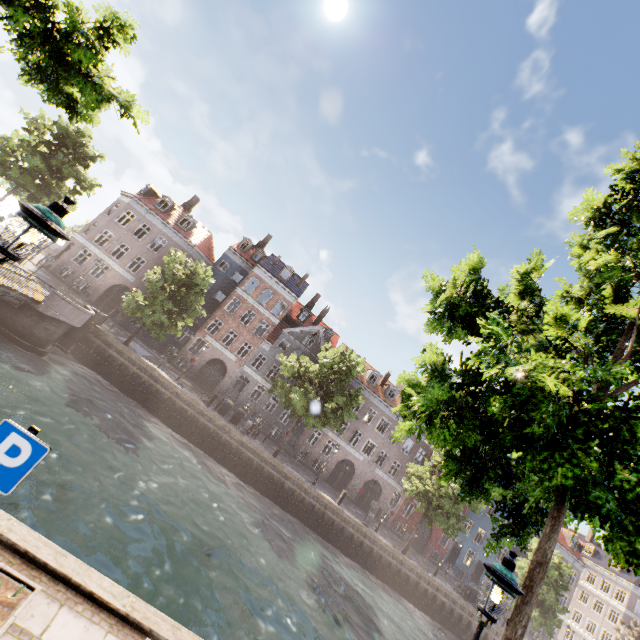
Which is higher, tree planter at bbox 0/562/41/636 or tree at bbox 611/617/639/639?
tree at bbox 611/617/639/639

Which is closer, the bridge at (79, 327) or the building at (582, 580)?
the bridge at (79, 327)

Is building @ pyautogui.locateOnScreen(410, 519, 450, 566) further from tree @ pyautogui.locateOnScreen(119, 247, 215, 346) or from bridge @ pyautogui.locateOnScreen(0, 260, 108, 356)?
bridge @ pyautogui.locateOnScreen(0, 260, 108, 356)

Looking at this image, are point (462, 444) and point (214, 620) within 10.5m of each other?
→ yes

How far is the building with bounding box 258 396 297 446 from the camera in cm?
3400

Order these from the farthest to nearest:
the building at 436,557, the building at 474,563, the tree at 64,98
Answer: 1. the building at 474,563
2. the building at 436,557
3. the tree at 64,98
